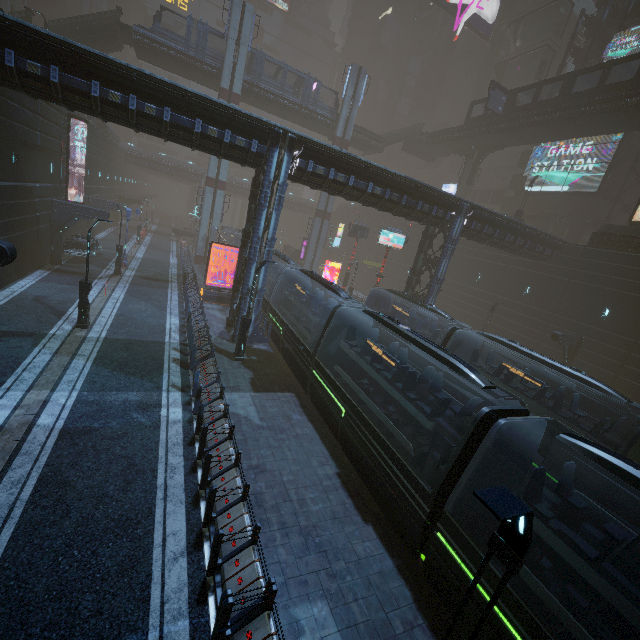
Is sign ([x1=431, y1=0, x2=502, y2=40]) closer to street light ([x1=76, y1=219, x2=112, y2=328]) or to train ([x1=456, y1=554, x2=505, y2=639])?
train ([x1=456, y1=554, x2=505, y2=639])

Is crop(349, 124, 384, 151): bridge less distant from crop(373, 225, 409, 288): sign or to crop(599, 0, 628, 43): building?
crop(599, 0, 628, 43): building

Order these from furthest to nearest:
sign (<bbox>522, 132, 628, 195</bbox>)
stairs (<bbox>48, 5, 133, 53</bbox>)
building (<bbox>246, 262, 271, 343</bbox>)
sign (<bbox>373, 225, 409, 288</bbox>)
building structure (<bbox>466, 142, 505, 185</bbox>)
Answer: building structure (<bbox>466, 142, 505, 185</bbox>) → sign (<bbox>522, 132, 628, 195</bbox>) → sign (<bbox>373, 225, 409, 288</bbox>) → stairs (<bbox>48, 5, 133, 53</bbox>) → building (<bbox>246, 262, 271, 343</bbox>)

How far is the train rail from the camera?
8.8m

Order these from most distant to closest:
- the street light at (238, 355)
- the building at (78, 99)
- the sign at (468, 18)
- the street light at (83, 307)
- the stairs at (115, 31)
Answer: the sign at (468, 18)
the stairs at (115, 31)
the street light at (238, 355)
the street light at (83, 307)
the building at (78, 99)

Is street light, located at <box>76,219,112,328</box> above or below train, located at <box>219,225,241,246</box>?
below

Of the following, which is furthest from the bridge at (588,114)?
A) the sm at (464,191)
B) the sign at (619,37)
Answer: the sign at (619,37)

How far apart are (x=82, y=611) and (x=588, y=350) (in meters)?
33.07
